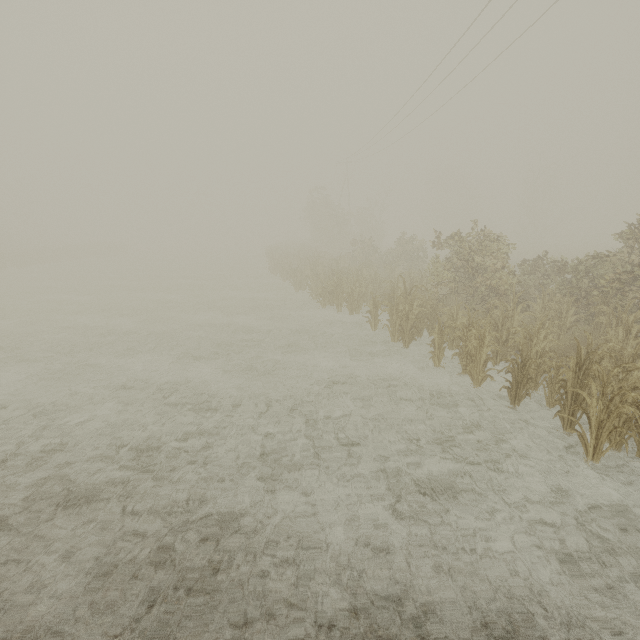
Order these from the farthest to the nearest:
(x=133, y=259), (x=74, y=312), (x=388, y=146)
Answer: (x=133, y=259), (x=388, y=146), (x=74, y=312)
